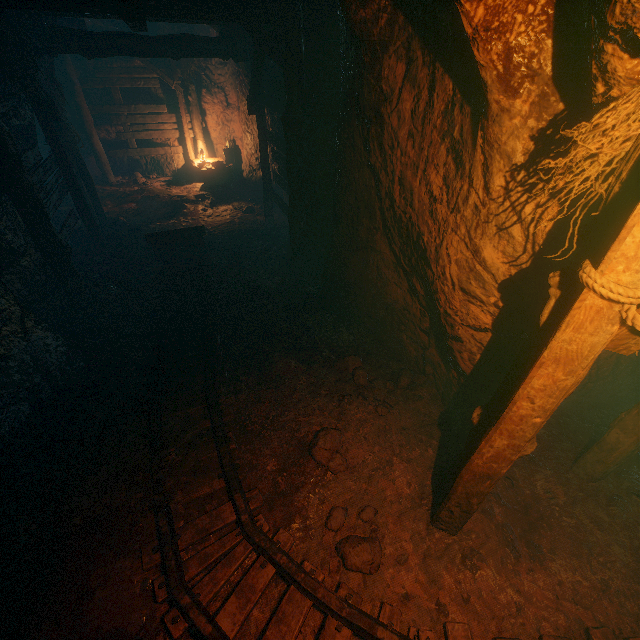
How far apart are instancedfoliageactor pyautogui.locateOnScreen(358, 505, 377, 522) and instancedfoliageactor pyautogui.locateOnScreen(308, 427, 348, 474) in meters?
0.3 m

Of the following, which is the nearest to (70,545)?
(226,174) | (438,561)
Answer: (438,561)

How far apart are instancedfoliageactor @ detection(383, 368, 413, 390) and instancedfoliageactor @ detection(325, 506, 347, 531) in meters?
1.7

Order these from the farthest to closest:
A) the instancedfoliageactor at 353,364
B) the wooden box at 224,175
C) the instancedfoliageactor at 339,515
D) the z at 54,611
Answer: the wooden box at 224,175 → the instancedfoliageactor at 353,364 → the instancedfoliageactor at 339,515 → the z at 54,611

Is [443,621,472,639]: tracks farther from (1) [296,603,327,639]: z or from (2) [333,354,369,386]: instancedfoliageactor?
→ (2) [333,354,369,386]: instancedfoliageactor

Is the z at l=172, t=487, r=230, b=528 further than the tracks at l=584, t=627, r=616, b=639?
Yes

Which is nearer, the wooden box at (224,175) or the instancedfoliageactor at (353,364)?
the instancedfoliageactor at (353,364)

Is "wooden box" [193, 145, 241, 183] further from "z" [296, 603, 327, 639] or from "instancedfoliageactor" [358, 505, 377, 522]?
"instancedfoliageactor" [358, 505, 377, 522]
